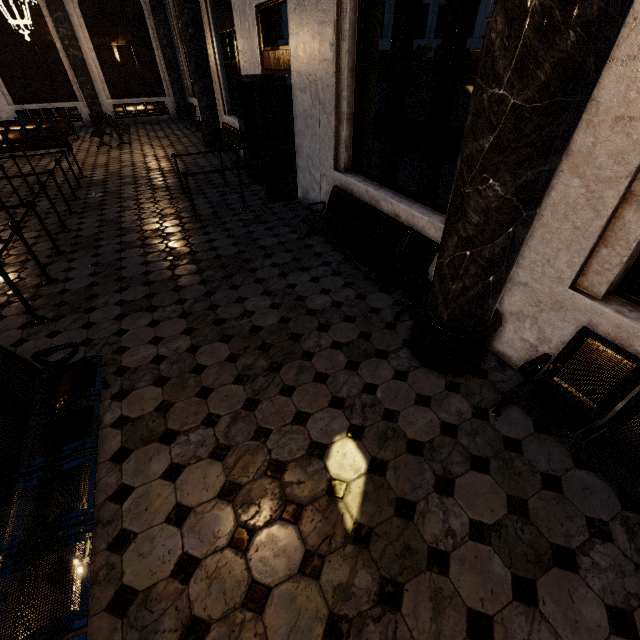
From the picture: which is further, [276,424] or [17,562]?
[276,424]
